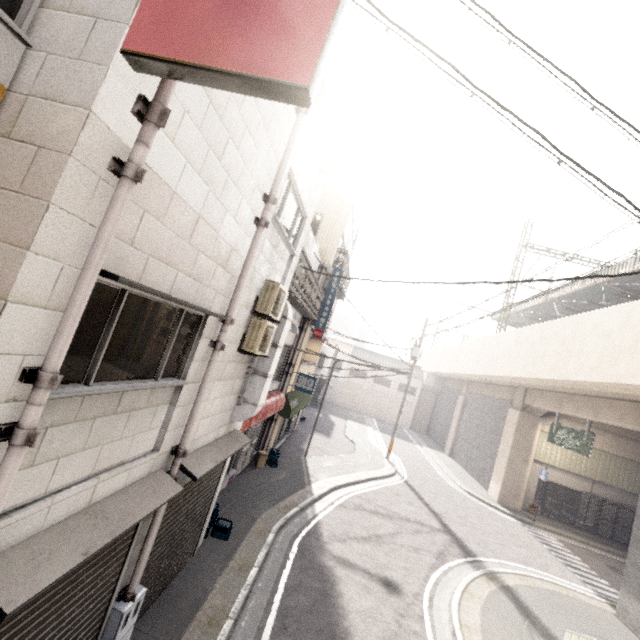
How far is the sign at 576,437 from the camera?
15.02m

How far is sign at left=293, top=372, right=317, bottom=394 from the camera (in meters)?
13.62

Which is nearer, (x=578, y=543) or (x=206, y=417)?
(x=206, y=417)

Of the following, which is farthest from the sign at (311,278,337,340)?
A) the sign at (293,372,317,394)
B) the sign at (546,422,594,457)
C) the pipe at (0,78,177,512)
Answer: the sign at (546,422,594,457)

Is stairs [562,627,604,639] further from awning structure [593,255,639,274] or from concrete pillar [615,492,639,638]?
awning structure [593,255,639,274]

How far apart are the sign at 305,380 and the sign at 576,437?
13.2 meters

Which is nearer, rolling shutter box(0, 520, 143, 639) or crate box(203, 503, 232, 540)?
rolling shutter box(0, 520, 143, 639)

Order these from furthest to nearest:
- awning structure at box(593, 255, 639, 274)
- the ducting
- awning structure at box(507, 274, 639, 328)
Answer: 1. awning structure at box(507, 274, 639, 328)
2. awning structure at box(593, 255, 639, 274)
3. the ducting
